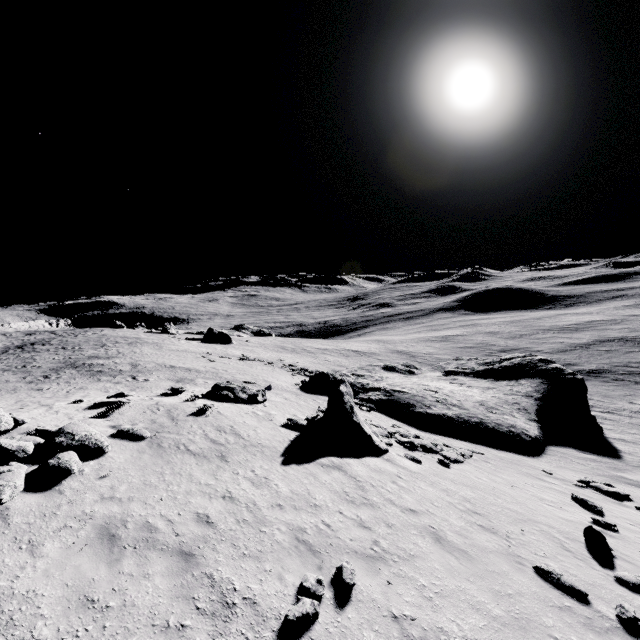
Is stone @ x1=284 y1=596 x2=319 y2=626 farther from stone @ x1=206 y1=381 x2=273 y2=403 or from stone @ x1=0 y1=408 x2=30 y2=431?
stone @ x1=206 y1=381 x2=273 y2=403

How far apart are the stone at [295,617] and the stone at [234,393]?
12.0 meters

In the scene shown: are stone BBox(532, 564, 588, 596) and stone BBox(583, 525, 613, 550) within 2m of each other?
no

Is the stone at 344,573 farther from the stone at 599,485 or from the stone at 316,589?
the stone at 599,485

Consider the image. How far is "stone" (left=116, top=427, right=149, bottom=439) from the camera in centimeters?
1112cm

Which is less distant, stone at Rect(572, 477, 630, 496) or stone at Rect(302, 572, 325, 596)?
stone at Rect(302, 572, 325, 596)

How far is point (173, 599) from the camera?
5.9 meters

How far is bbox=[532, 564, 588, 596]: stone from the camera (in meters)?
7.97
